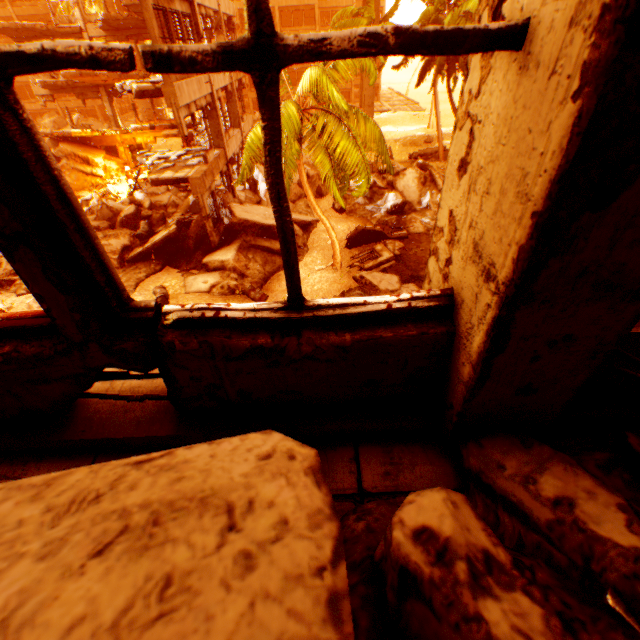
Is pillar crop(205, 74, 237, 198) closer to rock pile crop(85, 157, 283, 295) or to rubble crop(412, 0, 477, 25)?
rock pile crop(85, 157, 283, 295)

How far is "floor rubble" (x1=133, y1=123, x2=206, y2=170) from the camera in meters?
15.2

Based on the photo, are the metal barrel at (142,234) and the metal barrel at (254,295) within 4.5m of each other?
no

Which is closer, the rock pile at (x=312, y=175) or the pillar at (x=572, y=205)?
the pillar at (x=572, y=205)

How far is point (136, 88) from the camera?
10.8m

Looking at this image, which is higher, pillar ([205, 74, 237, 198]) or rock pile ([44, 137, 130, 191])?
pillar ([205, 74, 237, 198])

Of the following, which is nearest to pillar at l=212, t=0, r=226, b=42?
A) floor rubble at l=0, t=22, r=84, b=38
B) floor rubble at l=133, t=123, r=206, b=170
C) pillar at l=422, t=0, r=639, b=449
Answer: floor rubble at l=133, t=123, r=206, b=170

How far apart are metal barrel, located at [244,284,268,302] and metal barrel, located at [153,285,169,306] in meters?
2.2 m
